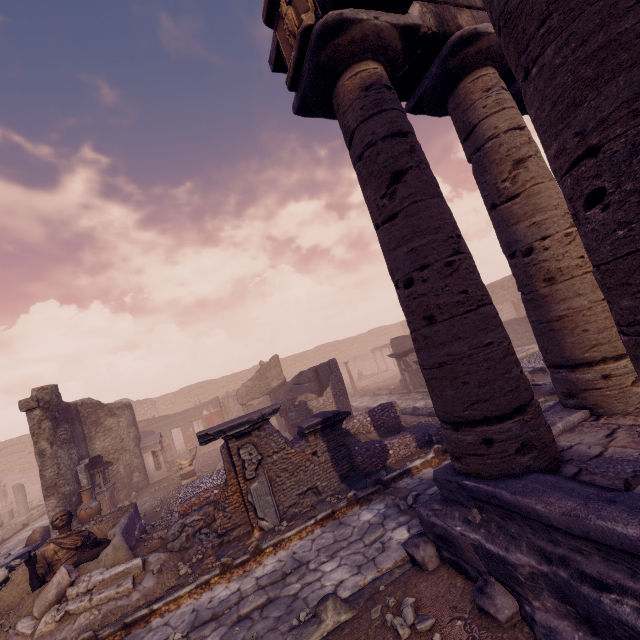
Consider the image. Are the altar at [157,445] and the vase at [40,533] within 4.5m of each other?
yes

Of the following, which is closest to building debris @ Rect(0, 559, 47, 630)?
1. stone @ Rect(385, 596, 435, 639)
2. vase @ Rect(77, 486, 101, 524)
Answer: vase @ Rect(77, 486, 101, 524)

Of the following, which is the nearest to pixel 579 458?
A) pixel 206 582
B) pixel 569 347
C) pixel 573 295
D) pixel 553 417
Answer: pixel 553 417

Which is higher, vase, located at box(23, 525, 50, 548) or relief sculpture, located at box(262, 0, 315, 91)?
relief sculpture, located at box(262, 0, 315, 91)

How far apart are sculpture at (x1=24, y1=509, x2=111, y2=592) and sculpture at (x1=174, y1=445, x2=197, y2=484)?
6.01m

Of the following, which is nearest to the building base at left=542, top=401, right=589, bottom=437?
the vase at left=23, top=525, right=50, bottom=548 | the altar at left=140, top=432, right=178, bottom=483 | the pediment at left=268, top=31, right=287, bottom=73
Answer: the pediment at left=268, top=31, right=287, bottom=73

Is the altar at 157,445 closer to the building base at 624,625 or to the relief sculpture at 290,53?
the building base at 624,625

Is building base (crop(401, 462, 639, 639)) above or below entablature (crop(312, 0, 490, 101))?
below
